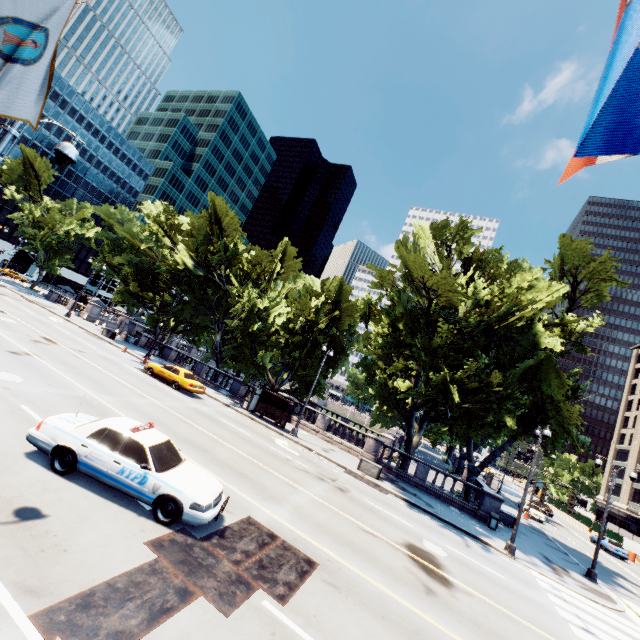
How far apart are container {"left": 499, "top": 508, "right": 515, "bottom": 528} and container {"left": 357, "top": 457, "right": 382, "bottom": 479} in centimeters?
1145cm

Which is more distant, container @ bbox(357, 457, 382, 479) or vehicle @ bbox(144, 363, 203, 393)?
vehicle @ bbox(144, 363, 203, 393)

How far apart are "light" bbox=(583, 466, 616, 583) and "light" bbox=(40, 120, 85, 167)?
31.2m

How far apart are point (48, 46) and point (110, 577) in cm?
836

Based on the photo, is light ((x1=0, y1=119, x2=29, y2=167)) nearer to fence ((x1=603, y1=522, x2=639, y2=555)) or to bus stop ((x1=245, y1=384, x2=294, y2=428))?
bus stop ((x1=245, y1=384, x2=294, y2=428))

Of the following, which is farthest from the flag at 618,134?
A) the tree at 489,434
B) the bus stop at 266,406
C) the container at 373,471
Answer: the bus stop at 266,406

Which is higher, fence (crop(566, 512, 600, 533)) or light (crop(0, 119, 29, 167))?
light (crop(0, 119, 29, 167))

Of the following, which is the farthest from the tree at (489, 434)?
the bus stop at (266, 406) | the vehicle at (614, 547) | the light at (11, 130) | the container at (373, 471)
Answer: the light at (11, 130)
